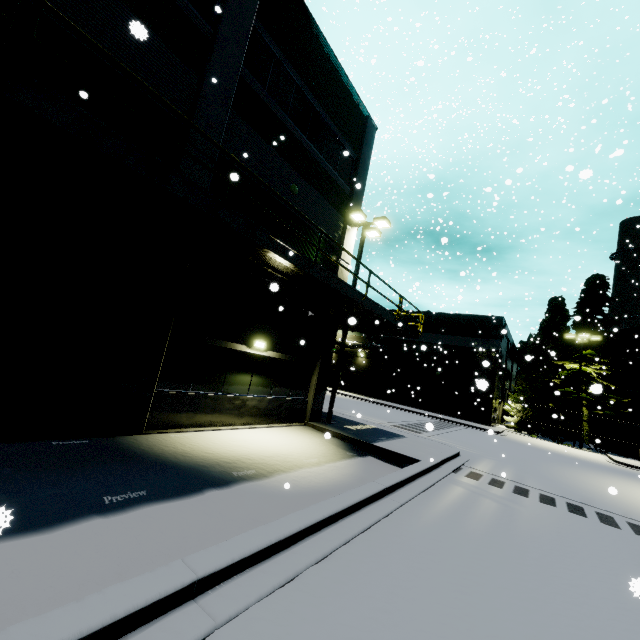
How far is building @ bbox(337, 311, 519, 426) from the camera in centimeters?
3192cm

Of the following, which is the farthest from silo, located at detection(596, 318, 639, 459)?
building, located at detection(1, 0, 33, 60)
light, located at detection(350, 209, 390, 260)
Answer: light, located at detection(350, 209, 390, 260)

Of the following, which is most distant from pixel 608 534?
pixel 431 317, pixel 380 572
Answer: pixel 431 317

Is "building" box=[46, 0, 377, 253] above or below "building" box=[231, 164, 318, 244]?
above

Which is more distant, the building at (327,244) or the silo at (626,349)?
the silo at (626,349)

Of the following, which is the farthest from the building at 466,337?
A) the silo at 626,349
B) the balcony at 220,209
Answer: the silo at 626,349

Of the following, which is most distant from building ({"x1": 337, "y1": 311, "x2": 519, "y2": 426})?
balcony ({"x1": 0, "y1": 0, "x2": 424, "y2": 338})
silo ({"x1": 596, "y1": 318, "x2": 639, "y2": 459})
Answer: silo ({"x1": 596, "y1": 318, "x2": 639, "y2": 459})
